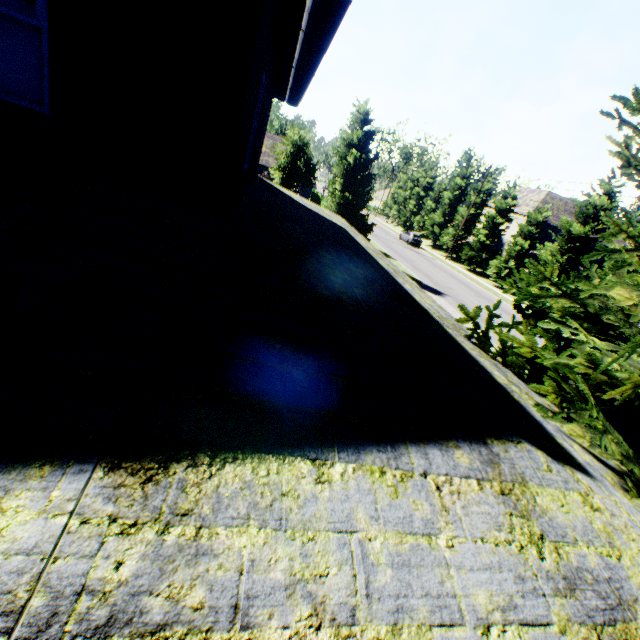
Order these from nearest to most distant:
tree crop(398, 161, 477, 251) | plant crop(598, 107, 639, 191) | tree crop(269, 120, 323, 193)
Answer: plant crop(598, 107, 639, 191) < tree crop(269, 120, 323, 193) < tree crop(398, 161, 477, 251)

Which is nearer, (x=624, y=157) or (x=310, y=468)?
(x=310, y=468)

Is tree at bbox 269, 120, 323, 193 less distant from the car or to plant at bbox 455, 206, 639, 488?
the car

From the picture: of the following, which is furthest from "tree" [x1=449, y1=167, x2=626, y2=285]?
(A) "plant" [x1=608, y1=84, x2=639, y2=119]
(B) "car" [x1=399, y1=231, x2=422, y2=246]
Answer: (A) "plant" [x1=608, y1=84, x2=639, y2=119]

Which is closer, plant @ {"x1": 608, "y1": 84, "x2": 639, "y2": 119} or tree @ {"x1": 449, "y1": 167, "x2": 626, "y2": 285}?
plant @ {"x1": 608, "y1": 84, "x2": 639, "y2": 119}

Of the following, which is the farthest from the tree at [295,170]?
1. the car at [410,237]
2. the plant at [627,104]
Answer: the plant at [627,104]

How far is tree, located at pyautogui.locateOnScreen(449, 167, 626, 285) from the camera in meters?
26.7

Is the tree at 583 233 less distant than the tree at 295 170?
Yes
